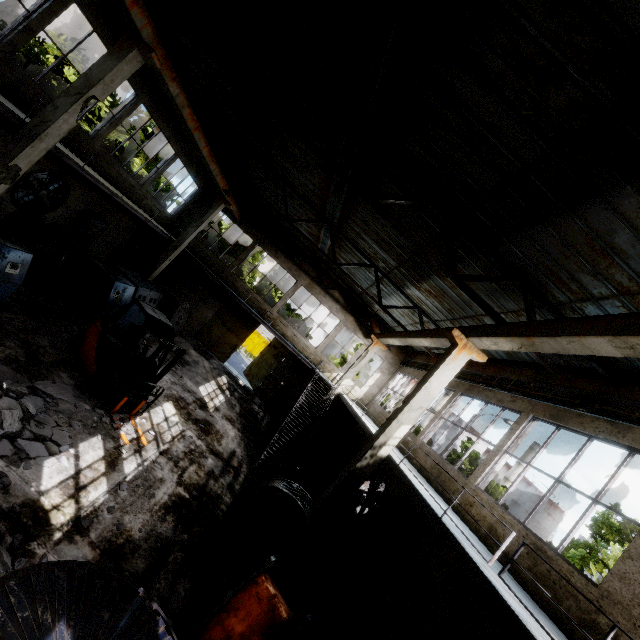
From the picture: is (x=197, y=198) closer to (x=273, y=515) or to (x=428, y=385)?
(x=428, y=385)

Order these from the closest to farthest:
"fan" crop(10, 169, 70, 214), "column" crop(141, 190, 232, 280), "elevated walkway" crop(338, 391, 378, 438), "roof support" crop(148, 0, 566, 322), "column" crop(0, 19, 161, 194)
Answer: "roof support" crop(148, 0, 566, 322) < "column" crop(0, 19, 161, 194) < "elevated walkway" crop(338, 391, 378, 438) < "fan" crop(10, 169, 70, 214) < "column" crop(141, 190, 232, 280)

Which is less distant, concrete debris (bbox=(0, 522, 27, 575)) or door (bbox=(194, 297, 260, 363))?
concrete debris (bbox=(0, 522, 27, 575))

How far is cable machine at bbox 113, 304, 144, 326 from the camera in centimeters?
1298cm

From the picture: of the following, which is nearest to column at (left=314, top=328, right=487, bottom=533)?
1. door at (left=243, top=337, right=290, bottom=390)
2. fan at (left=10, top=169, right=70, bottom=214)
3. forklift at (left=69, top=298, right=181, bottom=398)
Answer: forklift at (left=69, top=298, right=181, bottom=398)

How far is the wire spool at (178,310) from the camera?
15.55m

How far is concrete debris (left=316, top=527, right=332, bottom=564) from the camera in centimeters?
1035cm

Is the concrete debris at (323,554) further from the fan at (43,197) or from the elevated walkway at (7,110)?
the fan at (43,197)
